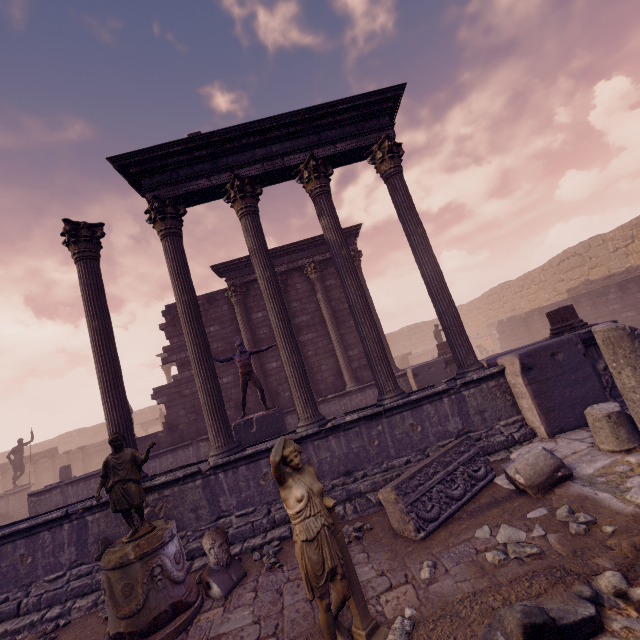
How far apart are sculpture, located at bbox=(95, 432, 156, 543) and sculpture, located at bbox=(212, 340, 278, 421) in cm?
451

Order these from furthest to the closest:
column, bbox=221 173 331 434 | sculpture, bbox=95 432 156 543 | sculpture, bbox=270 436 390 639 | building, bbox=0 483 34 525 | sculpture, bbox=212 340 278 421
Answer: building, bbox=0 483 34 525, sculpture, bbox=212 340 278 421, column, bbox=221 173 331 434, sculpture, bbox=95 432 156 543, sculpture, bbox=270 436 390 639

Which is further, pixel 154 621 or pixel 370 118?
pixel 370 118

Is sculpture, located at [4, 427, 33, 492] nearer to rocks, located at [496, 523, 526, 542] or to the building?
the building

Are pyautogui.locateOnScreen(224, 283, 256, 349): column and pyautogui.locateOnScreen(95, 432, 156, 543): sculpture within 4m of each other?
no

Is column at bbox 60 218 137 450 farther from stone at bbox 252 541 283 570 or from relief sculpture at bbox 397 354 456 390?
relief sculpture at bbox 397 354 456 390

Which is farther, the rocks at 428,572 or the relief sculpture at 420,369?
the relief sculpture at 420,369

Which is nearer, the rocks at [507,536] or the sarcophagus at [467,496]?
the rocks at [507,536]
